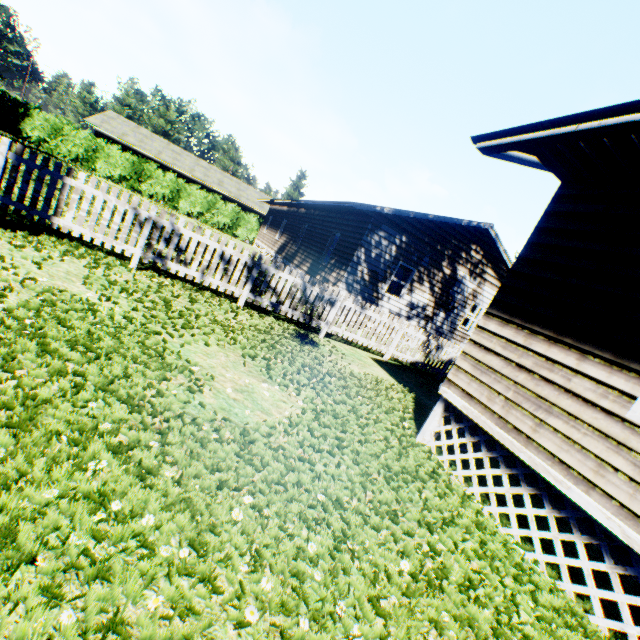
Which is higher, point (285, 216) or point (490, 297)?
point (490, 297)

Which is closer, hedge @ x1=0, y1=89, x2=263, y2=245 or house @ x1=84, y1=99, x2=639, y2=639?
house @ x1=84, y1=99, x2=639, y2=639

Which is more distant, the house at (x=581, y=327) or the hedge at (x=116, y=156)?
the hedge at (x=116, y=156)
